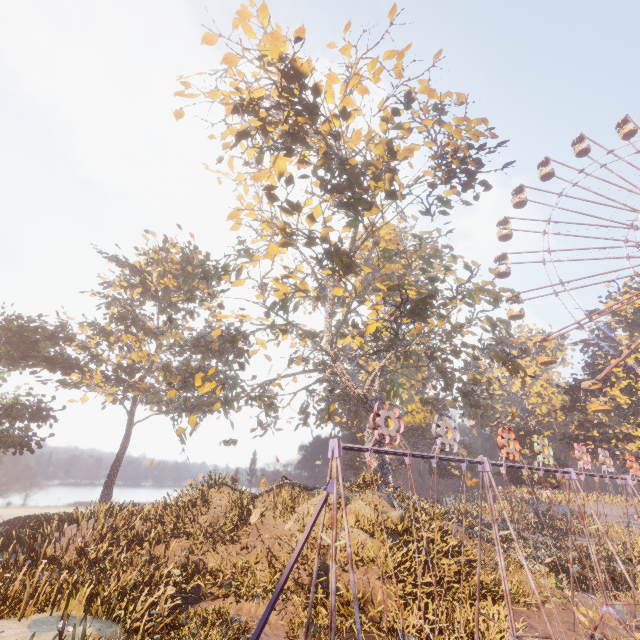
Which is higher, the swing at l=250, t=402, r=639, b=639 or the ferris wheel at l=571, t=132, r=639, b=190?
the ferris wheel at l=571, t=132, r=639, b=190

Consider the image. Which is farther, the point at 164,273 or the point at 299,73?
the point at 164,273

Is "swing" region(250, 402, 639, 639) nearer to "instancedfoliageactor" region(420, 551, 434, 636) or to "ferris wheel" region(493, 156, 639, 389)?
"instancedfoliageactor" region(420, 551, 434, 636)

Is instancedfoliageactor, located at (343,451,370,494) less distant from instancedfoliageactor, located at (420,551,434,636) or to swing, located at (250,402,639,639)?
swing, located at (250,402,639,639)

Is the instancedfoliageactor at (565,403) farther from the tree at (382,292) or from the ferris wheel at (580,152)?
the tree at (382,292)

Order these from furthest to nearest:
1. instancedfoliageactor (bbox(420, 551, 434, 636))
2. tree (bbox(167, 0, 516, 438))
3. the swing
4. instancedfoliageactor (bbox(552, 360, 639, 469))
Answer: instancedfoliageactor (bbox(552, 360, 639, 469)) → tree (bbox(167, 0, 516, 438)) → instancedfoliageactor (bbox(420, 551, 434, 636)) → the swing

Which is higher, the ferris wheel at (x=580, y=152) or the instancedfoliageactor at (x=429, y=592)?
the ferris wheel at (x=580, y=152)

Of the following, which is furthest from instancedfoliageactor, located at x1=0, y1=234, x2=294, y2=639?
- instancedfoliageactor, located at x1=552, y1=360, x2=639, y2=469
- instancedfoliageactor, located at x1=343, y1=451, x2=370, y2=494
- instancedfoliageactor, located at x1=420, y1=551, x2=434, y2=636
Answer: instancedfoliageactor, located at x1=552, y1=360, x2=639, y2=469
